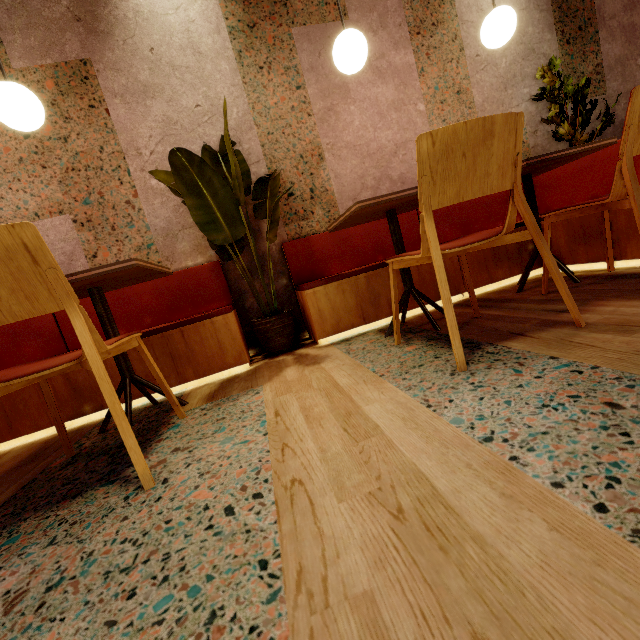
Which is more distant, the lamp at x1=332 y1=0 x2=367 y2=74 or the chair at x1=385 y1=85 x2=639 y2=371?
the lamp at x1=332 y1=0 x2=367 y2=74

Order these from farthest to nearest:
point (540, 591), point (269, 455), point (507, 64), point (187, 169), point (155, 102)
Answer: point (507, 64) < point (155, 102) < point (187, 169) < point (269, 455) < point (540, 591)

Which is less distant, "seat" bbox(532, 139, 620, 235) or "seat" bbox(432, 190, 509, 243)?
"seat" bbox(532, 139, 620, 235)

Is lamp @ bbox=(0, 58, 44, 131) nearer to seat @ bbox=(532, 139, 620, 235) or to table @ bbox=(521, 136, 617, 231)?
seat @ bbox=(532, 139, 620, 235)

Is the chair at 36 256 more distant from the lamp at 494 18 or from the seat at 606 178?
the lamp at 494 18

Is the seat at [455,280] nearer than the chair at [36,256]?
No

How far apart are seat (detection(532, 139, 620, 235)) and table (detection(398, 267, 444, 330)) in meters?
0.2
